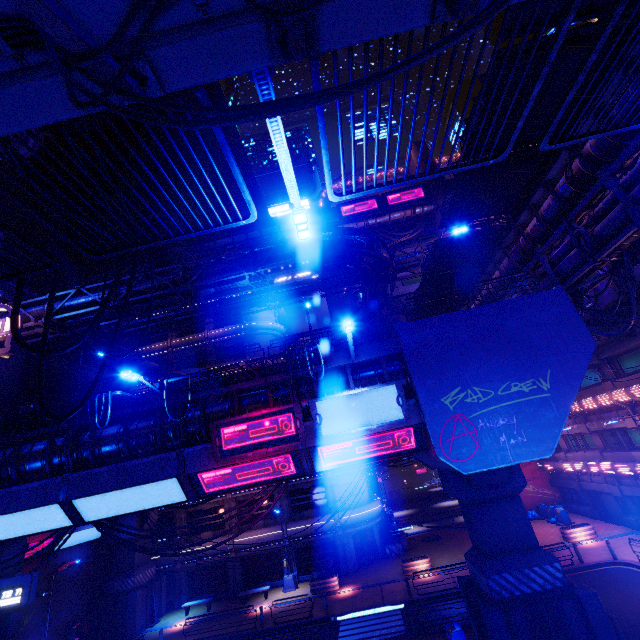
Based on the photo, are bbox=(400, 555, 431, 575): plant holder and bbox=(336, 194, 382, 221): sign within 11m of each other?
no

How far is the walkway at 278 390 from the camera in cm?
1374

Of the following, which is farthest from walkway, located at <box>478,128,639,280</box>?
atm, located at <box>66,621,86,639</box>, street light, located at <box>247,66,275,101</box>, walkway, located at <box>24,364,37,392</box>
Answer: walkway, located at <box>24,364,37,392</box>

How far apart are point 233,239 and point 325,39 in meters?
54.5

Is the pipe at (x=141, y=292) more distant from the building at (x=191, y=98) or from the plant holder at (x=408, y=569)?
the plant holder at (x=408, y=569)

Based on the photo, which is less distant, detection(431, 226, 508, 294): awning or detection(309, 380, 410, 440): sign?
detection(309, 380, 410, 440): sign

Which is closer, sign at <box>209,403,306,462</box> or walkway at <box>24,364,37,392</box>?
sign at <box>209,403,306,462</box>

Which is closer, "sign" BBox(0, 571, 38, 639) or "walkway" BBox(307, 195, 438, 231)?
"sign" BBox(0, 571, 38, 639)
